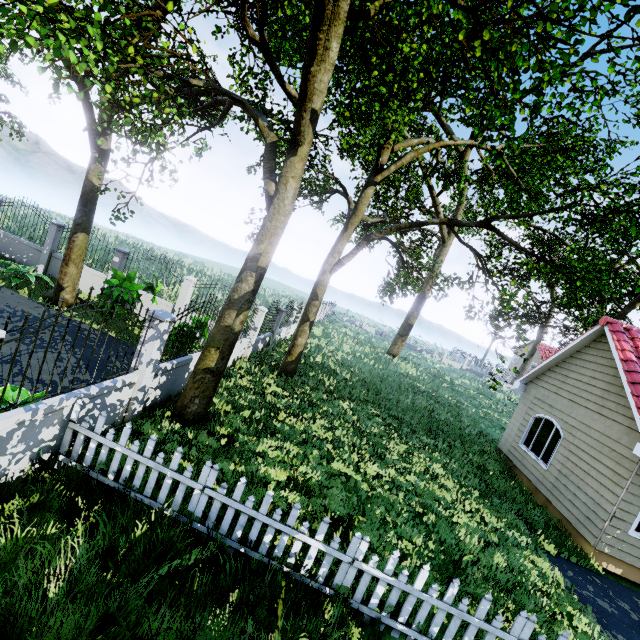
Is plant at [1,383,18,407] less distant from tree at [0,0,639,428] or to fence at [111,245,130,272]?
fence at [111,245,130,272]

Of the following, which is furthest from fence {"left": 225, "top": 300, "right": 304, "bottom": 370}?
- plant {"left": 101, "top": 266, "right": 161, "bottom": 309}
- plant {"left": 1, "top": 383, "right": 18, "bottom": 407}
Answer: plant {"left": 101, "top": 266, "right": 161, "bottom": 309}

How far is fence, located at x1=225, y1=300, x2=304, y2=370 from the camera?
12.3 meters

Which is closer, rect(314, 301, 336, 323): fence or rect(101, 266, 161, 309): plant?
rect(101, 266, 161, 309): plant

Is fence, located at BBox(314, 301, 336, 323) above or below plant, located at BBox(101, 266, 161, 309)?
below

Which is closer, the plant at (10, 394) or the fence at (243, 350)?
the plant at (10, 394)

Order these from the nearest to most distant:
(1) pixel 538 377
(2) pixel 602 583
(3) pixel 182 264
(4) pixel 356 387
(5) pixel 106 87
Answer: (5) pixel 106 87, (2) pixel 602 583, (1) pixel 538 377, (4) pixel 356 387, (3) pixel 182 264

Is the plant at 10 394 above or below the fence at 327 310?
below
